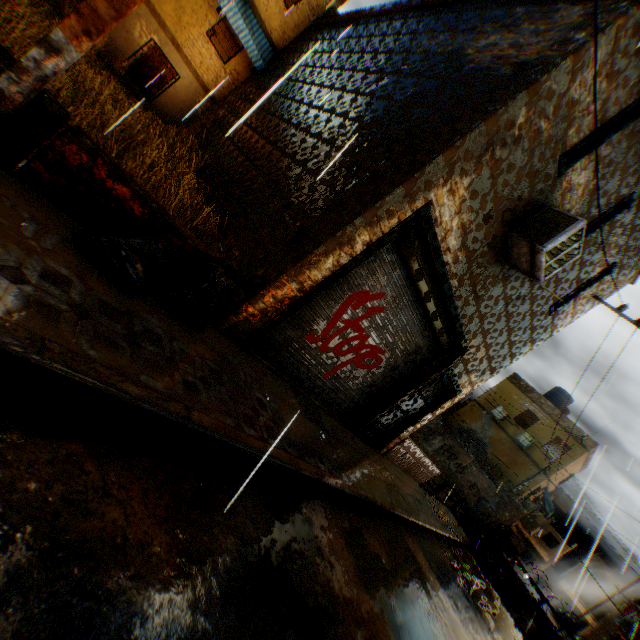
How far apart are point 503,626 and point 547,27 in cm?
1458

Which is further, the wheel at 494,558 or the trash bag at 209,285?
the wheel at 494,558

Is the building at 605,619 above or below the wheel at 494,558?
above

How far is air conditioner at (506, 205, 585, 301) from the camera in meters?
5.0 m

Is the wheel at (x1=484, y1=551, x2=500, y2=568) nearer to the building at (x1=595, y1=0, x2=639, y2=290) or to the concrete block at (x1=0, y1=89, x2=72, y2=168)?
the building at (x1=595, y1=0, x2=639, y2=290)

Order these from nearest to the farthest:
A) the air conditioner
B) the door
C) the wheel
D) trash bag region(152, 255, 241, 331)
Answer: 1. trash bag region(152, 255, 241, 331)
2. the air conditioner
3. the door
4. the wheel

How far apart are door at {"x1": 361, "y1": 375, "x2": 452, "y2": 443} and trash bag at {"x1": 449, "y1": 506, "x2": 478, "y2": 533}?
7.4m

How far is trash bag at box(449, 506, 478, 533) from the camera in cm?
1551
